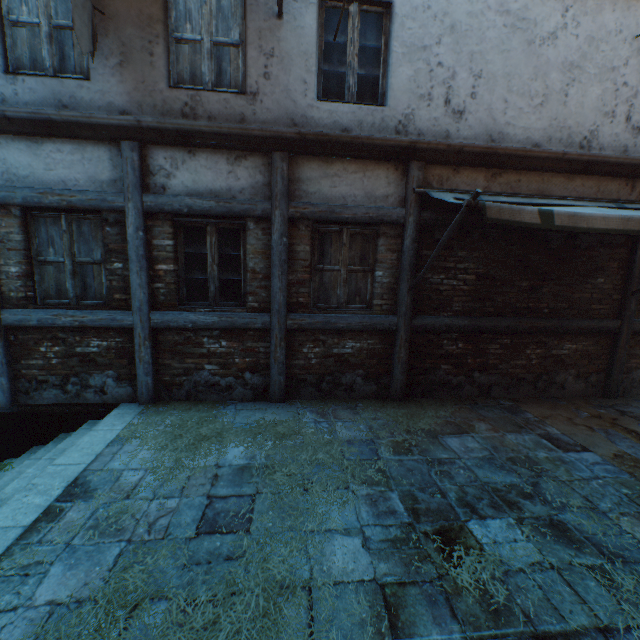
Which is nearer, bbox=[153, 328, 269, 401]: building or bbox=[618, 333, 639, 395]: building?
bbox=[153, 328, 269, 401]: building

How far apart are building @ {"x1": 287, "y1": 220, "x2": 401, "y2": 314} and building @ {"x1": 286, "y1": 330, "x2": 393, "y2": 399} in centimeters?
23cm

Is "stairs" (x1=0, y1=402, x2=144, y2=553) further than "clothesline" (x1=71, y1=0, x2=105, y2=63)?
No

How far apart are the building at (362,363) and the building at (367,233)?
0.23m

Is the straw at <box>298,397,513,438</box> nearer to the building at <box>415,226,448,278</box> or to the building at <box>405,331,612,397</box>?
the building at <box>405,331,612,397</box>

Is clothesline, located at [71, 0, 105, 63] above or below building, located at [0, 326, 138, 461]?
above

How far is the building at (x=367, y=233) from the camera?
4.9 meters

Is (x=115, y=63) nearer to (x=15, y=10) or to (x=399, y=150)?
(x=15, y=10)
